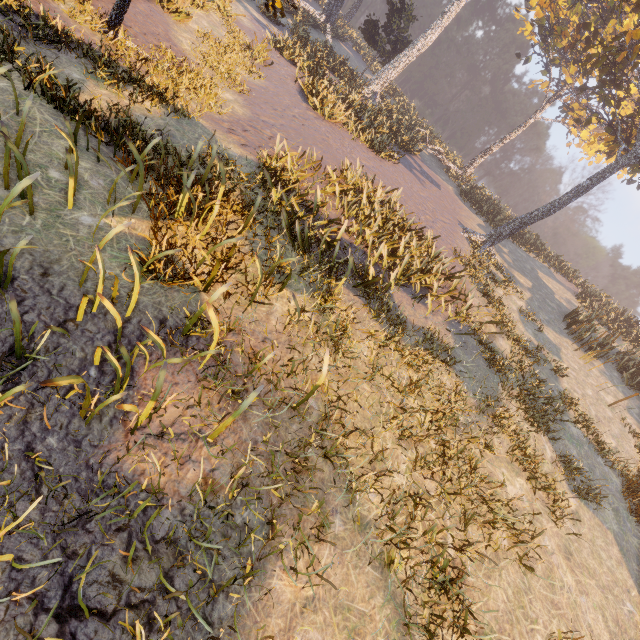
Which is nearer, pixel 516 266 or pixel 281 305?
pixel 281 305
